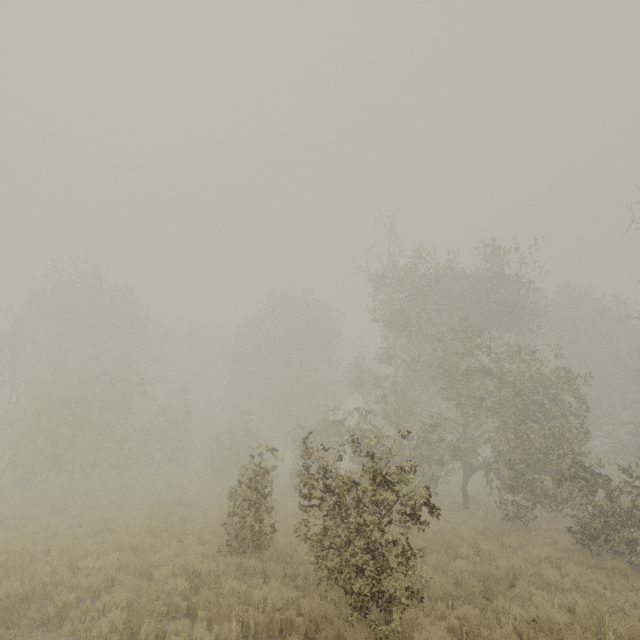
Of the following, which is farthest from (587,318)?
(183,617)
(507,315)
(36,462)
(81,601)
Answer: (36,462)
